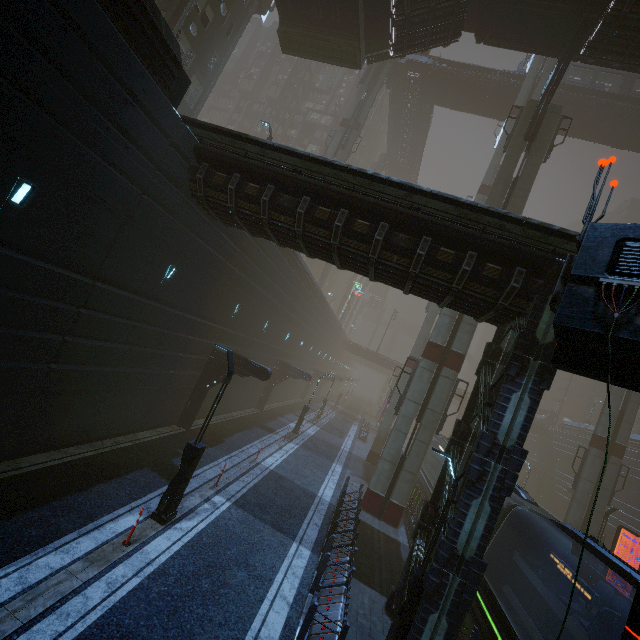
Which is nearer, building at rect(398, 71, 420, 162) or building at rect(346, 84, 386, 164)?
building at rect(398, 71, 420, 162)

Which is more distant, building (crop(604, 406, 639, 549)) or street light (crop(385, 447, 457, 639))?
building (crop(604, 406, 639, 549))

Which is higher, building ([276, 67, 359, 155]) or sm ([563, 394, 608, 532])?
building ([276, 67, 359, 155])

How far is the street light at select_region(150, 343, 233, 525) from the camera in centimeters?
989cm

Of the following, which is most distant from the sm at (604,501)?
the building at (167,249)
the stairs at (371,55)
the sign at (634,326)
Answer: the sign at (634,326)

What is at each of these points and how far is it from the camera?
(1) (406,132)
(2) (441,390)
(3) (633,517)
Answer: (1) building, 45.2m
(2) sm, 18.1m
(3) building, 34.2m

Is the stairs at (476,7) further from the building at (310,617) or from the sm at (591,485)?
the sm at (591,485)

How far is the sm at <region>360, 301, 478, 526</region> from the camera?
17.56m
